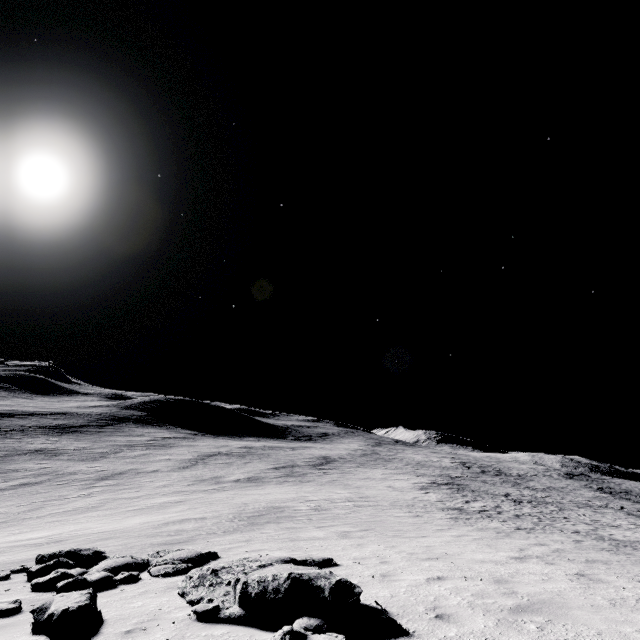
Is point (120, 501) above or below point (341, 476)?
below
